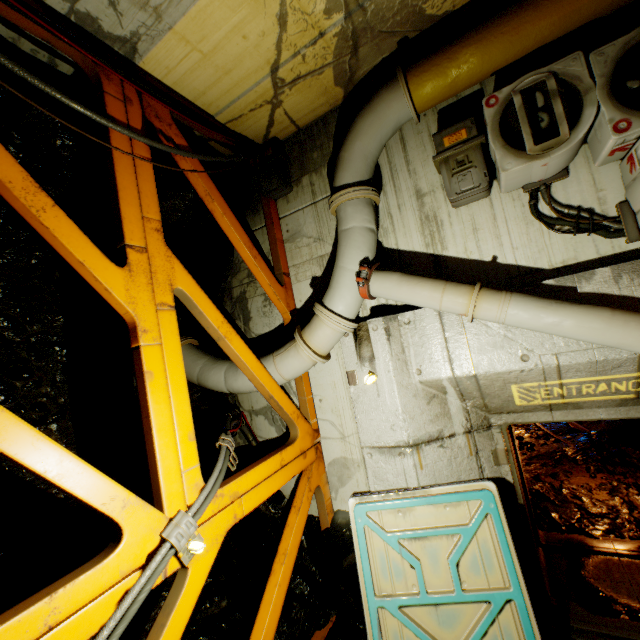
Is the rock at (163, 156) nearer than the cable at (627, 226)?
No

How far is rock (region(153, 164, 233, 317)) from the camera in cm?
407

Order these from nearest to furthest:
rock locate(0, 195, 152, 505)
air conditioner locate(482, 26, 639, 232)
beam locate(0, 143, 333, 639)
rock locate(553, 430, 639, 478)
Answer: beam locate(0, 143, 333, 639)
air conditioner locate(482, 26, 639, 232)
rock locate(0, 195, 152, 505)
rock locate(553, 430, 639, 478)

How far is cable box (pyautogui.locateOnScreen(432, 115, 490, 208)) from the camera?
3.41m

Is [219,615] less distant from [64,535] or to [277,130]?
[64,535]

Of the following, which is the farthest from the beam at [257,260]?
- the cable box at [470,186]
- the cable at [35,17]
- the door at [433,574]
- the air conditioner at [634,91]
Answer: the air conditioner at [634,91]

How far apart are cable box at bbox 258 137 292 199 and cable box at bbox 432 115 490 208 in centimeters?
A: 221cm

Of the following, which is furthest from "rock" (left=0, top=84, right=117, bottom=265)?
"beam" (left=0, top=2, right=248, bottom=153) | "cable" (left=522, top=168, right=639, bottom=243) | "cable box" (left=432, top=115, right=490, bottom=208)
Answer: "cable" (left=522, top=168, right=639, bottom=243)
